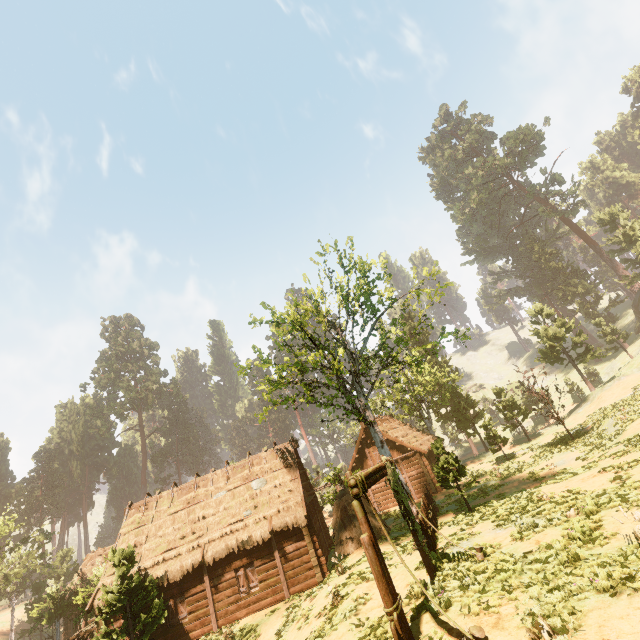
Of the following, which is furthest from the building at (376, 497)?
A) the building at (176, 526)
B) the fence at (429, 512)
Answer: the building at (176, 526)

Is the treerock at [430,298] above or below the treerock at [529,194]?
below

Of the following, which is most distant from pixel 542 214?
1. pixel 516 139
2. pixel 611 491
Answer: pixel 611 491

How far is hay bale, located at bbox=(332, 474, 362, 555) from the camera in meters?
18.2

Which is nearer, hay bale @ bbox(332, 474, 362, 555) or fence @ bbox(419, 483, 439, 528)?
fence @ bbox(419, 483, 439, 528)

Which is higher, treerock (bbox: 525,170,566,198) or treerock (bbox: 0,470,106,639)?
treerock (bbox: 525,170,566,198)

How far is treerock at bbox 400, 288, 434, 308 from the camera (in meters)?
17.80

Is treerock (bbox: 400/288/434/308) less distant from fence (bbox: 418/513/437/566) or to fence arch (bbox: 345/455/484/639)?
fence (bbox: 418/513/437/566)
